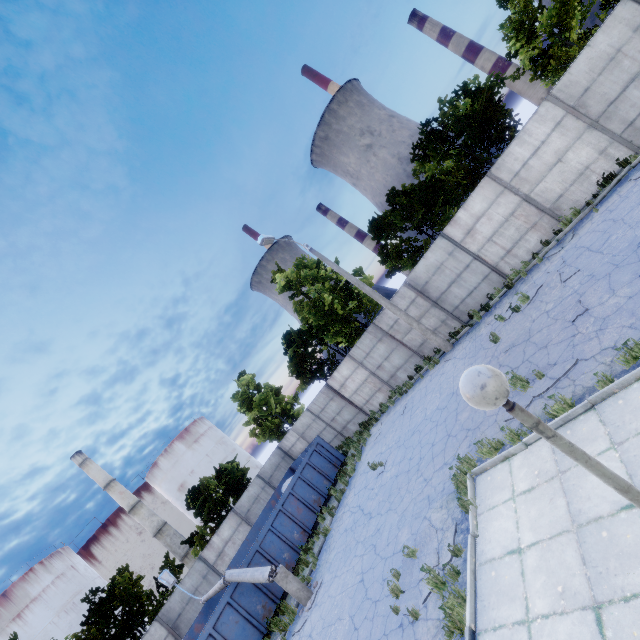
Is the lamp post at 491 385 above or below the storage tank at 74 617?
below

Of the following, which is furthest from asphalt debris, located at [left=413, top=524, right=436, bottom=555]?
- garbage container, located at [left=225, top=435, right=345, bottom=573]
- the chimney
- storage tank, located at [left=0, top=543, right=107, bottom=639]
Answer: the chimney

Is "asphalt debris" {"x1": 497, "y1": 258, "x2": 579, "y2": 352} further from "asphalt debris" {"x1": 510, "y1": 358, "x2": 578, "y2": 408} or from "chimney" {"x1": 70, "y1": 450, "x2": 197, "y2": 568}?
"chimney" {"x1": 70, "y1": 450, "x2": 197, "y2": 568}

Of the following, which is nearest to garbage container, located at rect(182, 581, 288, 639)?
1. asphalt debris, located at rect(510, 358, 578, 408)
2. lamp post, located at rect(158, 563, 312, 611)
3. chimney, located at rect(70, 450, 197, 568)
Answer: lamp post, located at rect(158, 563, 312, 611)

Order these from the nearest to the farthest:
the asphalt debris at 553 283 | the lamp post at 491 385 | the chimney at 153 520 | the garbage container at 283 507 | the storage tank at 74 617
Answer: the lamp post at 491 385, the asphalt debris at 553 283, the garbage container at 283 507, the storage tank at 74 617, the chimney at 153 520

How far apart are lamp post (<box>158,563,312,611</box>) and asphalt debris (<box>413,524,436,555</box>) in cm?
560

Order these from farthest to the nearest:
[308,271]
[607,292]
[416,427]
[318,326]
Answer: [308,271] < [318,326] < [416,427] < [607,292]

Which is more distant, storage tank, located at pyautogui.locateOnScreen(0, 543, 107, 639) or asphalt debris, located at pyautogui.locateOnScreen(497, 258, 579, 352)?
storage tank, located at pyautogui.locateOnScreen(0, 543, 107, 639)
